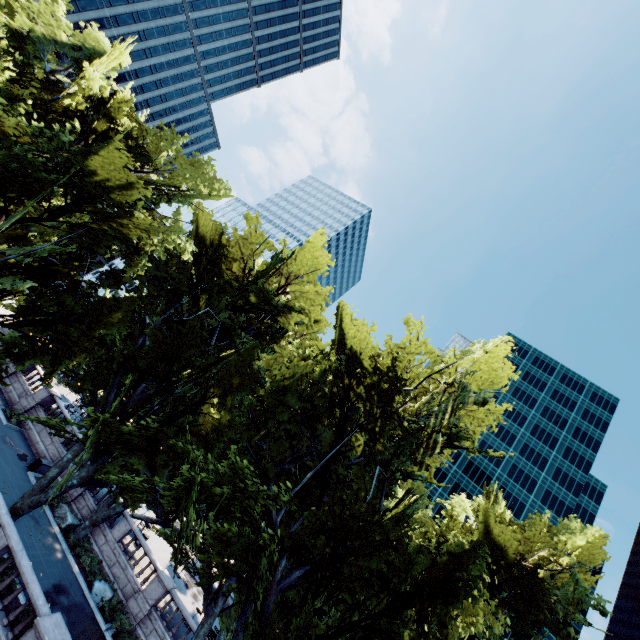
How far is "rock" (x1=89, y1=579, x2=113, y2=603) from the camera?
20.0m

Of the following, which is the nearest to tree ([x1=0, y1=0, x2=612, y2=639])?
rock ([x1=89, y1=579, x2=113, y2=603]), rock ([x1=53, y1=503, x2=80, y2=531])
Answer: rock ([x1=53, y1=503, x2=80, y2=531])

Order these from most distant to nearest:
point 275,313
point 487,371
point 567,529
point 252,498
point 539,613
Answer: point 567,529 → point 275,313 → point 539,613 → point 487,371 → point 252,498

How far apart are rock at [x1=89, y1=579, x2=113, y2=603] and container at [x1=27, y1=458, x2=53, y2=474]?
9.33m

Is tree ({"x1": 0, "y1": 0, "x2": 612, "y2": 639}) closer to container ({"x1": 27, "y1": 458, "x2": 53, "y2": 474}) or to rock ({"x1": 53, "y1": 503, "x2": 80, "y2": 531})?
rock ({"x1": 53, "y1": 503, "x2": 80, "y2": 531})

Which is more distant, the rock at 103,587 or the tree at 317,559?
the rock at 103,587

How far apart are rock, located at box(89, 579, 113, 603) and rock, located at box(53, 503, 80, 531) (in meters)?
3.89

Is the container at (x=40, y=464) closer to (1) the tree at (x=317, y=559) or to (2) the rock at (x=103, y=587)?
(1) the tree at (x=317, y=559)
